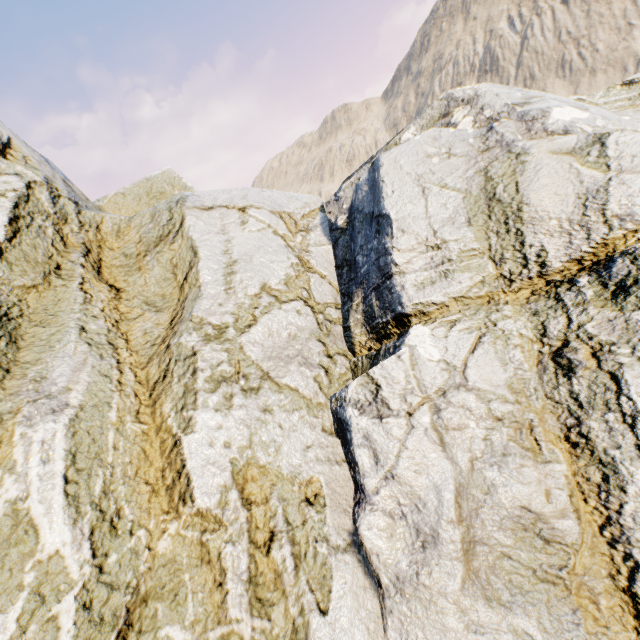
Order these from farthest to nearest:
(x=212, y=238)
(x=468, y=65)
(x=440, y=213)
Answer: (x=468, y=65) → (x=212, y=238) → (x=440, y=213)
